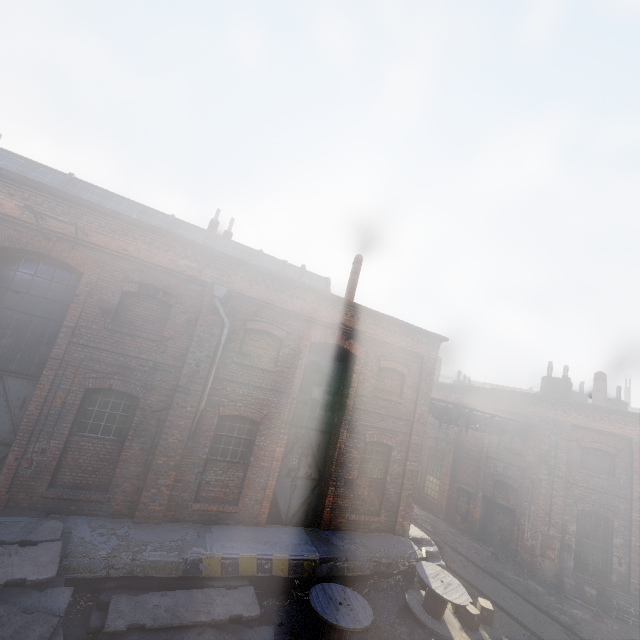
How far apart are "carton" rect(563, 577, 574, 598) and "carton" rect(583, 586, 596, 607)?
0.3m

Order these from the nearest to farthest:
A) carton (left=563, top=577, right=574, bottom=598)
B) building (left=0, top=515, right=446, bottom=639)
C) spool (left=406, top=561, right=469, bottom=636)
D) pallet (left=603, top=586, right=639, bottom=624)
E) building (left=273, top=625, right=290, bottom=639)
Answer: building (left=0, top=515, right=446, bottom=639) → building (left=273, top=625, right=290, bottom=639) → spool (left=406, top=561, right=469, bottom=636) → pallet (left=603, top=586, right=639, bottom=624) → carton (left=563, top=577, right=574, bottom=598)

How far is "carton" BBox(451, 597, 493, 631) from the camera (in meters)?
9.30

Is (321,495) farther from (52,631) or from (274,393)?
(52,631)

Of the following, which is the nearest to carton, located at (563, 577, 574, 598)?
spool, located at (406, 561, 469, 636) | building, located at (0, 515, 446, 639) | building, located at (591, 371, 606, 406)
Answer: building, located at (0, 515, 446, 639)

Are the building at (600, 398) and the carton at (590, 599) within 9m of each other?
no

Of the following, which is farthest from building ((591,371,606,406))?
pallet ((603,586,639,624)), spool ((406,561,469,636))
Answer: spool ((406,561,469,636))

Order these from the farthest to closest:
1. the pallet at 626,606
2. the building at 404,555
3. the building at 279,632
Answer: the pallet at 626,606
the building at 279,632
the building at 404,555
